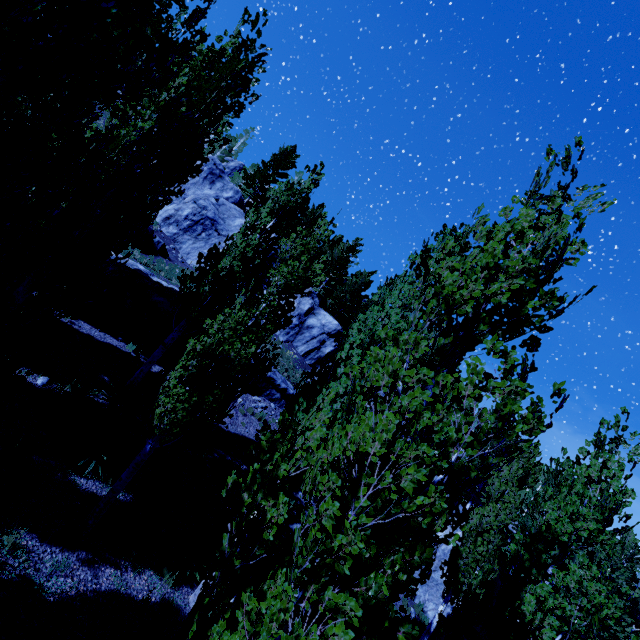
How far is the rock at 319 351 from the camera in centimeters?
2553cm

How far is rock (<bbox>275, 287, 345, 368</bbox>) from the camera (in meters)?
25.53

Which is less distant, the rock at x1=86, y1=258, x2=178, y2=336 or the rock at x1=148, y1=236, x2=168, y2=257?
the rock at x1=86, y1=258, x2=178, y2=336

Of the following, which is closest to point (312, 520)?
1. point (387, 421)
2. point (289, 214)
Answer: point (387, 421)

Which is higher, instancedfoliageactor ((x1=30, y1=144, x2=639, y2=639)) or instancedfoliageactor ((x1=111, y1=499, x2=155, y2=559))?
instancedfoliageactor ((x1=30, y1=144, x2=639, y2=639))

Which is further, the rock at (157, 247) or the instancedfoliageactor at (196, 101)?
the rock at (157, 247)

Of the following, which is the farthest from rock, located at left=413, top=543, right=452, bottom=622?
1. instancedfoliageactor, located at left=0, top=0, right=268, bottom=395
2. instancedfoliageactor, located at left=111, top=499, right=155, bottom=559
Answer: instancedfoliageactor, located at left=111, top=499, right=155, bottom=559
